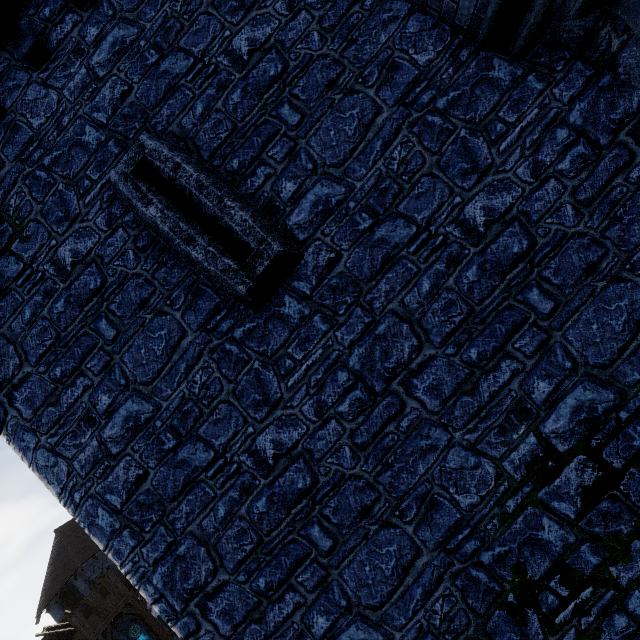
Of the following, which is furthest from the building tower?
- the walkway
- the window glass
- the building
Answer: the window glass

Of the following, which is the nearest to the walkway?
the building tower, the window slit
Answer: the building tower

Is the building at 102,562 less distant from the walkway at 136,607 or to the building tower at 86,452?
the walkway at 136,607

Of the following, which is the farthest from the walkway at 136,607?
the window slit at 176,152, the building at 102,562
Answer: the window slit at 176,152

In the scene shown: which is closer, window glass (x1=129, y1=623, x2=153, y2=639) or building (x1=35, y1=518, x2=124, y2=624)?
window glass (x1=129, y1=623, x2=153, y2=639)

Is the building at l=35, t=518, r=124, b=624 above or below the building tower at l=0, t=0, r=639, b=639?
above

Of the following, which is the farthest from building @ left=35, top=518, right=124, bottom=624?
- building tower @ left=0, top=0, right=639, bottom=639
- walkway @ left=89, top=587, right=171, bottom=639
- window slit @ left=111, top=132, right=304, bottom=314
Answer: window slit @ left=111, top=132, right=304, bottom=314

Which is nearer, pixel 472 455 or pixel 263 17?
pixel 472 455
